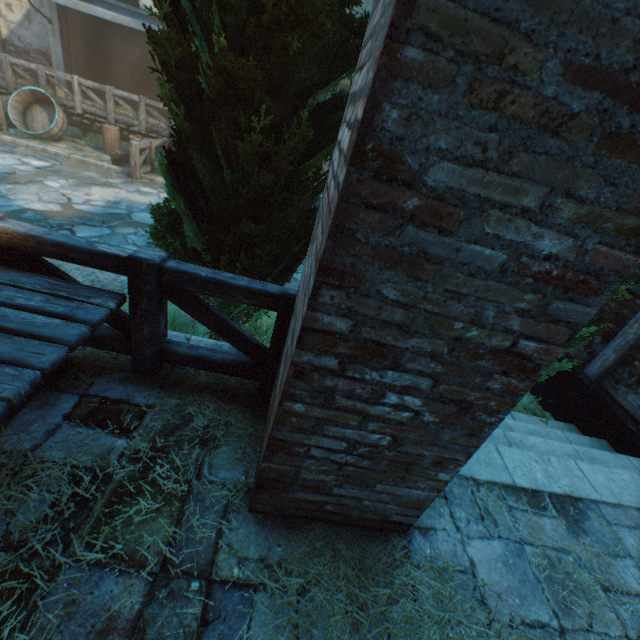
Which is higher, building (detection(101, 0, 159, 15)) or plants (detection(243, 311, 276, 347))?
building (detection(101, 0, 159, 15))

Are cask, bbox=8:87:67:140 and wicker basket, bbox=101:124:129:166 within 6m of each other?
yes

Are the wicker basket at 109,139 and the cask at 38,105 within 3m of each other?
yes

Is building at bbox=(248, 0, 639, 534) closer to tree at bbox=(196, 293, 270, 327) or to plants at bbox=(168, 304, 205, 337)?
tree at bbox=(196, 293, 270, 327)

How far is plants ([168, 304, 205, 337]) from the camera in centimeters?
403cm

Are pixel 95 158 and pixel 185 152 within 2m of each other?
no

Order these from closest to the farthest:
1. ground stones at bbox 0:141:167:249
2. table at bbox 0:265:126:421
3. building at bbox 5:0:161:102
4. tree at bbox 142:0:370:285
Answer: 1. table at bbox 0:265:126:421
2. tree at bbox 142:0:370:285
3. ground stones at bbox 0:141:167:249
4. building at bbox 5:0:161:102

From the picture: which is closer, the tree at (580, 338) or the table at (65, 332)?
the table at (65, 332)
